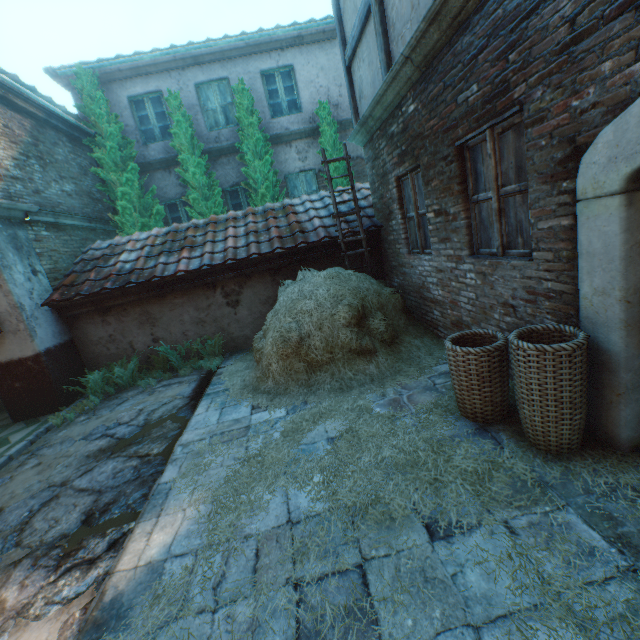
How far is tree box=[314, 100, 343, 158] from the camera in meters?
9.4 m

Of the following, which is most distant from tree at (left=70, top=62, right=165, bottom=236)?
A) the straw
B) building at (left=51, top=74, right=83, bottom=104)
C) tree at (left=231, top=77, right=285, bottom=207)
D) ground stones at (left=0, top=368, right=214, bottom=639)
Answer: the straw

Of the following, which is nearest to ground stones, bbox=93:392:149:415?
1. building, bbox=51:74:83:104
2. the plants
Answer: the plants

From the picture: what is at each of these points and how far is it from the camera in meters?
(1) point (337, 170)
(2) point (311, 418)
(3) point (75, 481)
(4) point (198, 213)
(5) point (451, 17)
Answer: (1) tree, 9.6 m
(2) straw, 3.8 m
(3) ground stones, 3.8 m
(4) tree, 9.6 m
(5) building, 3.0 m

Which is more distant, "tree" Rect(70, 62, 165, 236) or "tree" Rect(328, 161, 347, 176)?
"tree" Rect(328, 161, 347, 176)

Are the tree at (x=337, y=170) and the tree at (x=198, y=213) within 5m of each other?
yes

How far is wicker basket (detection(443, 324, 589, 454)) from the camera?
2.28m

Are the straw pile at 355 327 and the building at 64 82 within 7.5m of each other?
no
